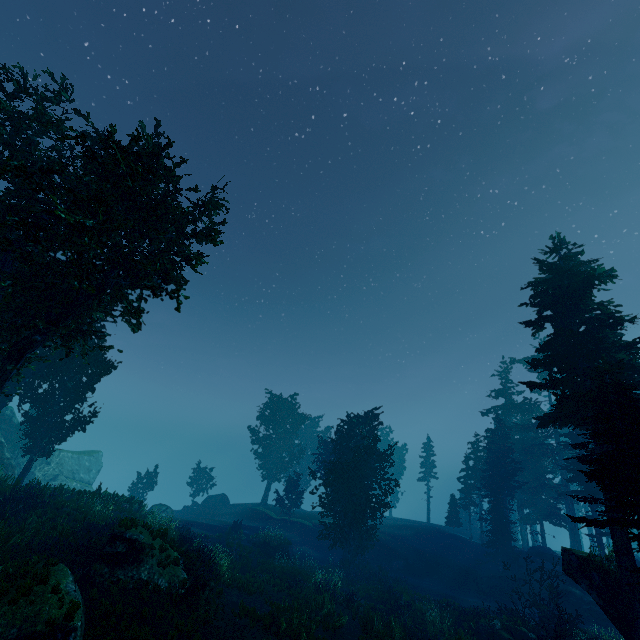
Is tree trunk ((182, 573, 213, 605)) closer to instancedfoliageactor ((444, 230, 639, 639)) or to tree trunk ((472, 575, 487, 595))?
instancedfoliageactor ((444, 230, 639, 639))

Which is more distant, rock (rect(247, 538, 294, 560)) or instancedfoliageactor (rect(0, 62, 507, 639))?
rock (rect(247, 538, 294, 560))

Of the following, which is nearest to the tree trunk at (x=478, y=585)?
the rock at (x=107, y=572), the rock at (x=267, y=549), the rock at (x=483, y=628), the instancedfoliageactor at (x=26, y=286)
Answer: the instancedfoliageactor at (x=26, y=286)

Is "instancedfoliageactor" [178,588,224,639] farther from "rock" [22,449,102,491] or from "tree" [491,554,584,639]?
"rock" [22,449,102,491]

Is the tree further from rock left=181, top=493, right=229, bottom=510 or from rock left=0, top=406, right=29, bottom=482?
rock left=0, top=406, right=29, bottom=482

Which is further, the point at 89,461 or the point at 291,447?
the point at 291,447

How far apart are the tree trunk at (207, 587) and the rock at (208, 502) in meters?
32.2

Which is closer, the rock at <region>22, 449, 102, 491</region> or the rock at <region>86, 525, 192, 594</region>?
the rock at <region>86, 525, 192, 594</region>
